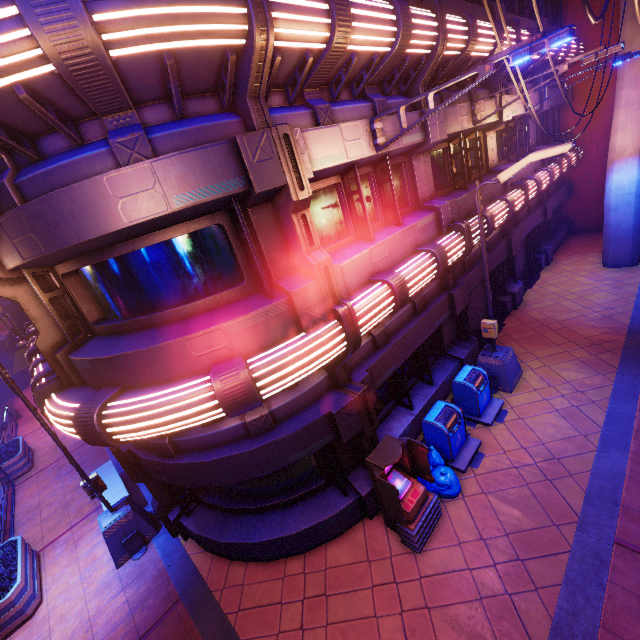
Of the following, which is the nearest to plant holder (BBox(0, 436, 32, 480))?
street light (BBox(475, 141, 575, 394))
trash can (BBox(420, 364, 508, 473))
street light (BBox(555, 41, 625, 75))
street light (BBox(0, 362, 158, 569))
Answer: street light (BBox(0, 362, 158, 569))

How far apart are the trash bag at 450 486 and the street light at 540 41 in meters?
6.6

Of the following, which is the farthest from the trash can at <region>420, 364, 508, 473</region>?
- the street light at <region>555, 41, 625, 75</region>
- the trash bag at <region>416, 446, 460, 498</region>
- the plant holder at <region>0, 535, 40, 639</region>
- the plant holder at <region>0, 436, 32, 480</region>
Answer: the plant holder at <region>0, 436, 32, 480</region>

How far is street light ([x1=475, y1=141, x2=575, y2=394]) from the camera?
6.5m

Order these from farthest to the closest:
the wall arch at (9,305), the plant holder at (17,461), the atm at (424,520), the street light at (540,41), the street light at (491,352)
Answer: the wall arch at (9,305) → the plant holder at (17,461) → the street light at (491,352) → the atm at (424,520) → the street light at (540,41)

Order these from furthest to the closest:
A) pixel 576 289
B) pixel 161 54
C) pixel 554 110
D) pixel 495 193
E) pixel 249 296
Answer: pixel 554 110 < pixel 576 289 < pixel 495 193 < pixel 249 296 < pixel 161 54

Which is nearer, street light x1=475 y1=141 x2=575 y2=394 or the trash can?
street light x1=475 y1=141 x2=575 y2=394

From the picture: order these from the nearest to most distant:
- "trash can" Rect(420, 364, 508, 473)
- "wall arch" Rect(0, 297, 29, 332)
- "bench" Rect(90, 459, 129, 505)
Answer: "trash can" Rect(420, 364, 508, 473) → "bench" Rect(90, 459, 129, 505) → "wall arch" Rect(0, 297, 29, 332)
